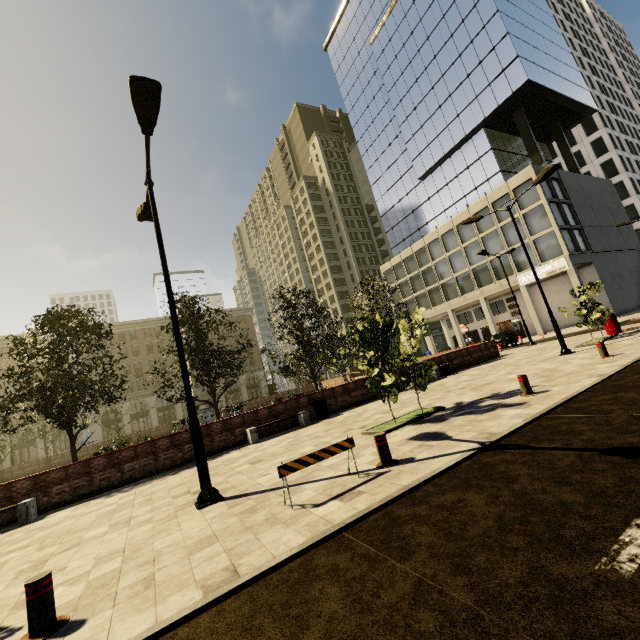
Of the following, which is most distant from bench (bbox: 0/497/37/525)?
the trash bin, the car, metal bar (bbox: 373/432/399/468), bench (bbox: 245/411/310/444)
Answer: the car

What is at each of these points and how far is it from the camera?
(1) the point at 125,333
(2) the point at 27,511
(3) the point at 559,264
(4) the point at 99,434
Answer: (1) building, 56.5m
(2) bench, 9.4m
(3) sign, 31.8m
(4) building, 51.0m

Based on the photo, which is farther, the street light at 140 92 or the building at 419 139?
the building at 419 139

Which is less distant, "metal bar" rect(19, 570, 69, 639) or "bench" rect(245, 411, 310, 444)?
"metal bar" rect(19, 570, 69, 639)

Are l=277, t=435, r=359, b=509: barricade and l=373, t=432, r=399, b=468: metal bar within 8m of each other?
yes

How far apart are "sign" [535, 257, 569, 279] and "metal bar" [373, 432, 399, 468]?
34.67m

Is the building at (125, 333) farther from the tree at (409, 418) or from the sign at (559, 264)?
the sign at (559, 264)

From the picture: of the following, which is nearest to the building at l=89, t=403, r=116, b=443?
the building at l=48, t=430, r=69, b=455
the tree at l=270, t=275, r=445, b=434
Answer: the tree at l=270, t=275, r=445, b=434
